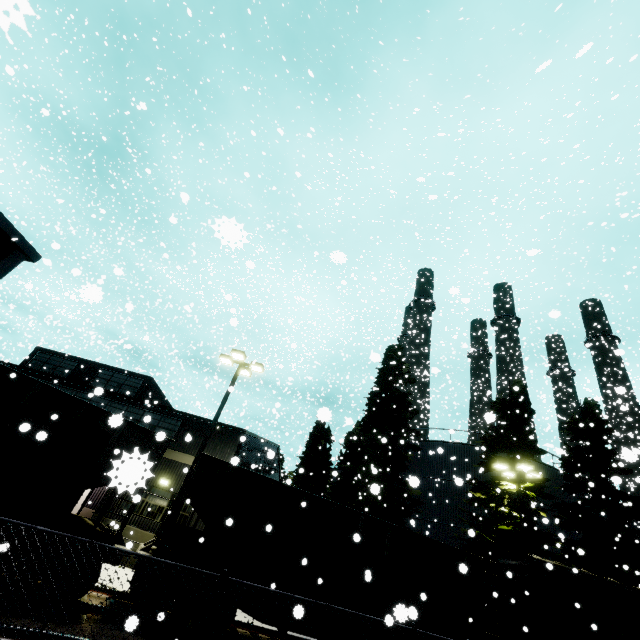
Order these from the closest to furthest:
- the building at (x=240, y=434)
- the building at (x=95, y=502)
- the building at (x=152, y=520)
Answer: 1. the building at (x=152, y=520)
2. the building at (x=95, y=502)
3. the building at (x=240, y=434)

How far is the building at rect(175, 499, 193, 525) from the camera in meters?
16.9

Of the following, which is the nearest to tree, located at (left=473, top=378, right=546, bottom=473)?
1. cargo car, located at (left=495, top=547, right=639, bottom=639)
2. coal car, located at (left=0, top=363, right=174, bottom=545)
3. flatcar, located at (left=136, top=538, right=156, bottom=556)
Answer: cargo car, located at (left=495, top=547, right=639, bottom=639)

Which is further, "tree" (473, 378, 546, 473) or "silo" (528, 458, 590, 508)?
"silo" (528, 458, 590, 508)

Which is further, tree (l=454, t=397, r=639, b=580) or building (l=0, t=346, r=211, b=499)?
building (l=0, t=346, r=211, b=499)

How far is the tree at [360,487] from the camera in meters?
20.0

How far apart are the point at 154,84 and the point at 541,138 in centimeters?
2560cm

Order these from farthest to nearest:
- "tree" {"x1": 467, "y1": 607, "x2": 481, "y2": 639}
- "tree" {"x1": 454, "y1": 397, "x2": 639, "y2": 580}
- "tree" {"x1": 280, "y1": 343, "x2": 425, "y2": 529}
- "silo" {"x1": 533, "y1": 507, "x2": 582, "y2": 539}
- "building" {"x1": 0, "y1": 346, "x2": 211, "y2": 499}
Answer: "tree" {"x1": 280, "y1": 343, "x2": 425, "y2": 529}
"building" {"x1": 0, "y1": 346, "x2": 211, "y2": 499}
"tree" {"x1": 454, "y1": 397, "x2": 639, "y2": 580}
"tree" {"x1": 467, "y1": 607, "x2": 481, "y2": 639}
"silo" {"x1": 533, "y1": 507, "x2": 582, "y2": 539}
